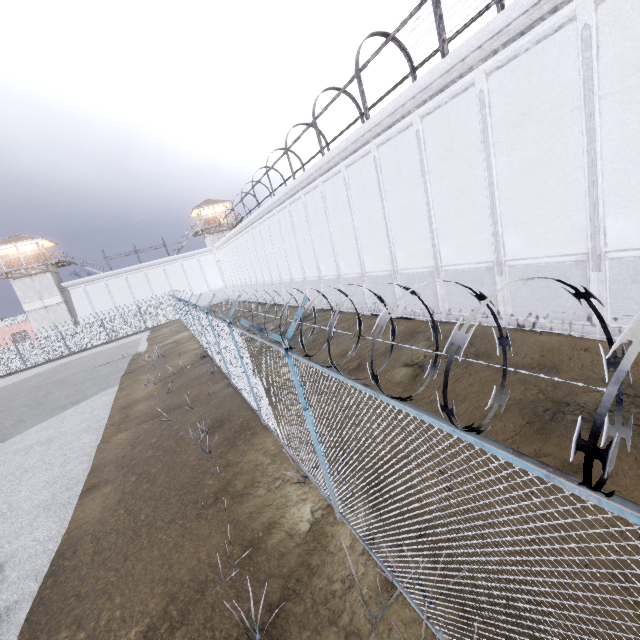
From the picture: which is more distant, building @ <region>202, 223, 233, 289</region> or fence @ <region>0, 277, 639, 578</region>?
building @ <region>202, 223, 233, 289</region>

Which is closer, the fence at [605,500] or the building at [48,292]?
the fence at [605,500]

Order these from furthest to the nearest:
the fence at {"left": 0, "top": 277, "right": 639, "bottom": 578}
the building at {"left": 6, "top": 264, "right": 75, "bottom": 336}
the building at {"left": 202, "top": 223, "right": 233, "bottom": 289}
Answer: the building at {"left": 202, "top": 223, "right": 233, "bottom": 289}
the building at {"left": 6, "top": 264, "right": 75, "bottom": 336}
the fence at {"left": 0, "top": 277, "right": 639, "bottom": 578}

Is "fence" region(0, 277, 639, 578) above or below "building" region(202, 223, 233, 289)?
below

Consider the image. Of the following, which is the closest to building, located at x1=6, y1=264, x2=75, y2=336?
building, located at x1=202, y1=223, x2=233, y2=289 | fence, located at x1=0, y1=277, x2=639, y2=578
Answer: fence, located at x1=0, y1=277, x2=639, y2=578

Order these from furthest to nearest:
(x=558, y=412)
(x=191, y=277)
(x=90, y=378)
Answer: (x=191, y=277) < (x=90, y=378) < (x=558, y=412)

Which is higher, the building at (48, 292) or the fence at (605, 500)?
the building at (48, 292)
